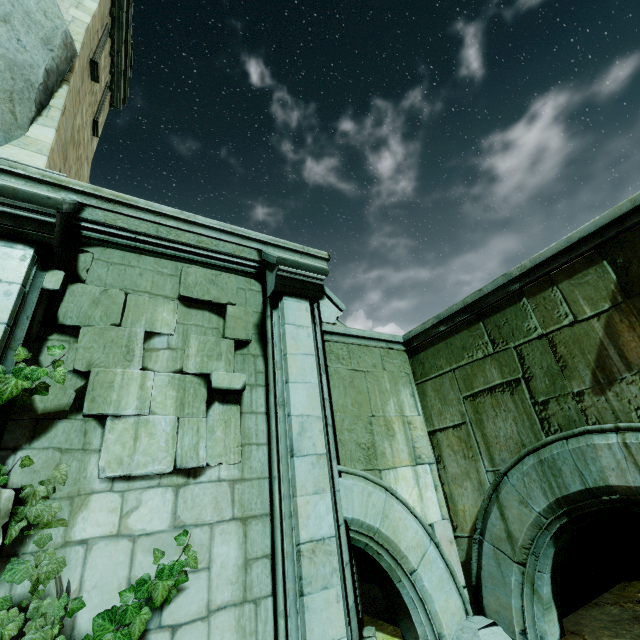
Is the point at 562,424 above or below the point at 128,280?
below

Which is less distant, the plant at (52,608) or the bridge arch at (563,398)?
the plant at (52,608)

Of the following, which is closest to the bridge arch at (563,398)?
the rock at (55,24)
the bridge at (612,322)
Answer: the bridge at (612,322)

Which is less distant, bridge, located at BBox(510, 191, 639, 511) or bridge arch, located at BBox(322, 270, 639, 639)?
bridge, located at BBox(510, 191, 639, 511)

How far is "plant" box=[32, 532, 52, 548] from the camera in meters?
2.8

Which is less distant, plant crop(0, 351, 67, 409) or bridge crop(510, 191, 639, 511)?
plant crop(0, 351, 67, 409)

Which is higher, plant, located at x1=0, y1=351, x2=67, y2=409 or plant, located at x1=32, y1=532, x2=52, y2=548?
plant, located at x1=0, y1=351, x2=67, y2=409
